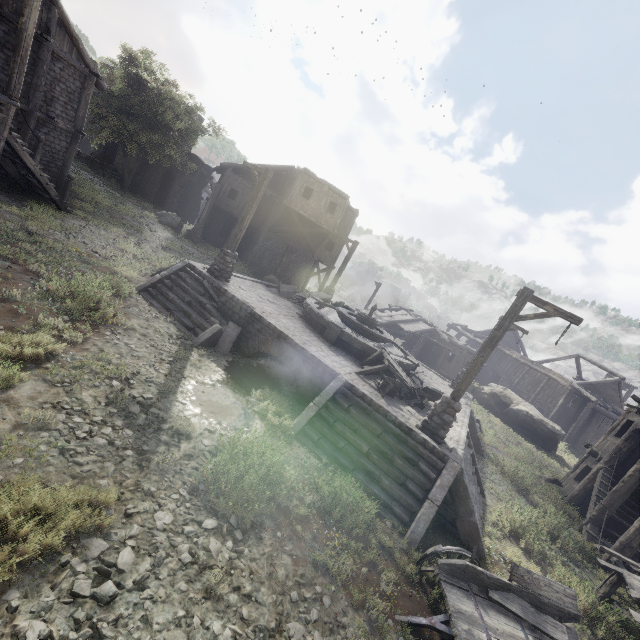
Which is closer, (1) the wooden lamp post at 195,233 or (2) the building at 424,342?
(1) the wooden lamp post at 195,233

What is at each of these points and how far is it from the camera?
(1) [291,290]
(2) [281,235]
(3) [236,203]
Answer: (1) broken furniture, 17.6m
(2) building, 28.3m
(3) building, 28.8m

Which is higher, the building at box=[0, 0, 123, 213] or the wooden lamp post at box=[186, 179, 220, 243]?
the building at box=[0, 0, 123, 213]

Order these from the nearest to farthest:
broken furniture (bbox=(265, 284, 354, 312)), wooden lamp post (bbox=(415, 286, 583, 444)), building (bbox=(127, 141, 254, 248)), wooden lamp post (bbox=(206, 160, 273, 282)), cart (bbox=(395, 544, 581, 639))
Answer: cart (bbox=(395, 544, 581, 639)), wooden lamp post (bbox=(415, 286, 583, 444)), wooden lamp post (bbox=(206, 160, 273, 282)), broken furniture (bbox=(265, 284, 354, 312)), building (bbox=(127, 141, 254, 248))

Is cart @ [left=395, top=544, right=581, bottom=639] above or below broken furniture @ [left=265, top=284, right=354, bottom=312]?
below

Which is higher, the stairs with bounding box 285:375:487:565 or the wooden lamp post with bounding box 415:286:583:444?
the wooden lamp post with bounding box 415:286:583:444

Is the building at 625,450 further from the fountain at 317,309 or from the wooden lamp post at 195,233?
the fountain at 317,309

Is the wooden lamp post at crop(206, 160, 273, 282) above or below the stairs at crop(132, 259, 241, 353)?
above
